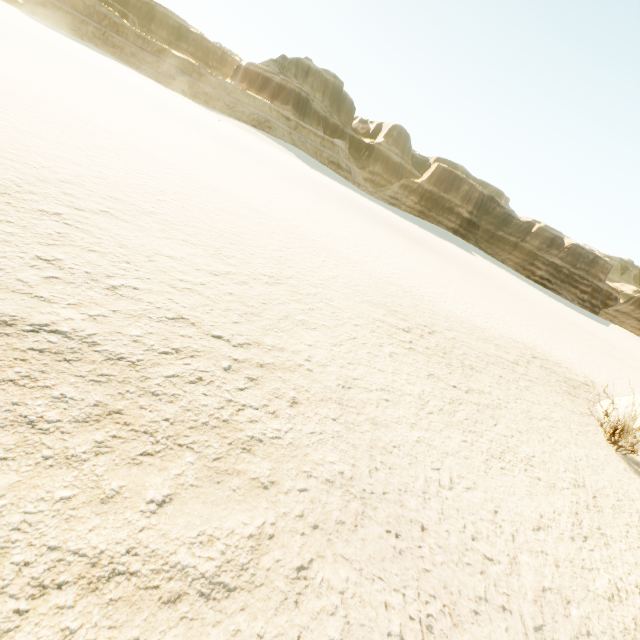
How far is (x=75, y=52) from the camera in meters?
35.2 m
